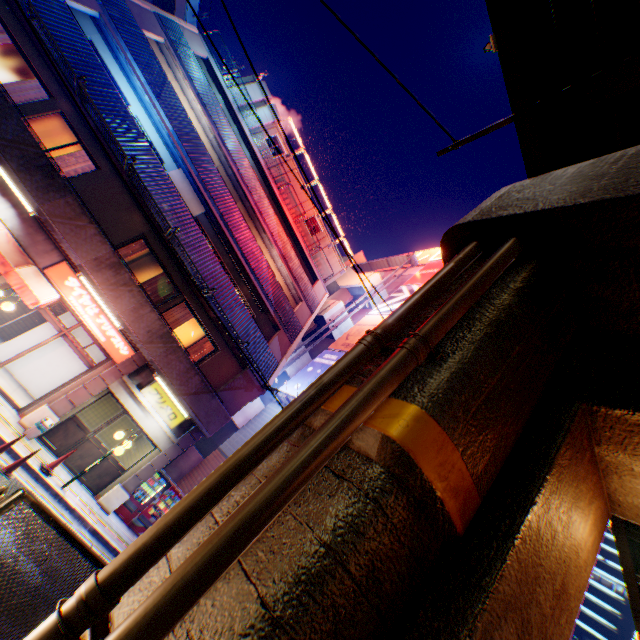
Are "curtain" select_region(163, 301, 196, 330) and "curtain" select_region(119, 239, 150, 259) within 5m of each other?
yes

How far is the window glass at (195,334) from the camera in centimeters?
1449cm

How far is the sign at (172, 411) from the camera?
12.9m

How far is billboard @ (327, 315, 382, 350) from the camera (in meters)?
21.48

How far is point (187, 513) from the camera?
2.15m

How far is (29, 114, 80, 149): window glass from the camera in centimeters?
1152cm

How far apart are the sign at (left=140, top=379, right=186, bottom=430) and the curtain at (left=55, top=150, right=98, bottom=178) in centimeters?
788cm

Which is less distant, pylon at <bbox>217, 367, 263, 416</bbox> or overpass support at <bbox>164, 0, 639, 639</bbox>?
overpass support at <bbox>164, 0, 639, 639</bbox>
